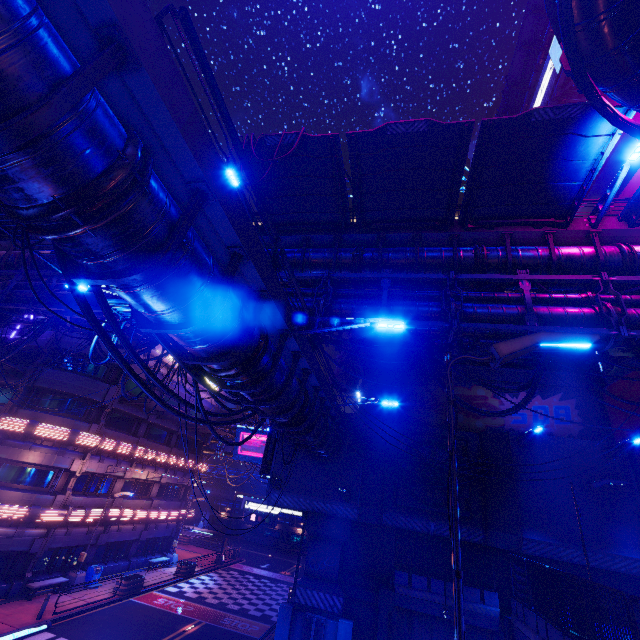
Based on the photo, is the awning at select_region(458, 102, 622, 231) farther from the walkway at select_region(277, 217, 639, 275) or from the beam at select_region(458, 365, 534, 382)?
the beam at select_region(458, 365, 534, 382)

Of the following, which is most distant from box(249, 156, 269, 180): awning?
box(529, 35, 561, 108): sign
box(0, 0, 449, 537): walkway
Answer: box(529, 35, 561, 108): sign

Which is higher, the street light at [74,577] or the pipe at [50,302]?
the pipe at [50,302]

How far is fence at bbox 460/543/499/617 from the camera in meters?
16.0 m

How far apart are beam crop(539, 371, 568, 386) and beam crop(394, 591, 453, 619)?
13.1 meters

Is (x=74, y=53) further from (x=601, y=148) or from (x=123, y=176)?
(x=601, y=148)

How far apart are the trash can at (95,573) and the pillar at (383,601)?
20.0 meters

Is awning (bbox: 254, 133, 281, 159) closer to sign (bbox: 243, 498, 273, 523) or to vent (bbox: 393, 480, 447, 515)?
vent (bbox: 393, 480, 447, 515)
